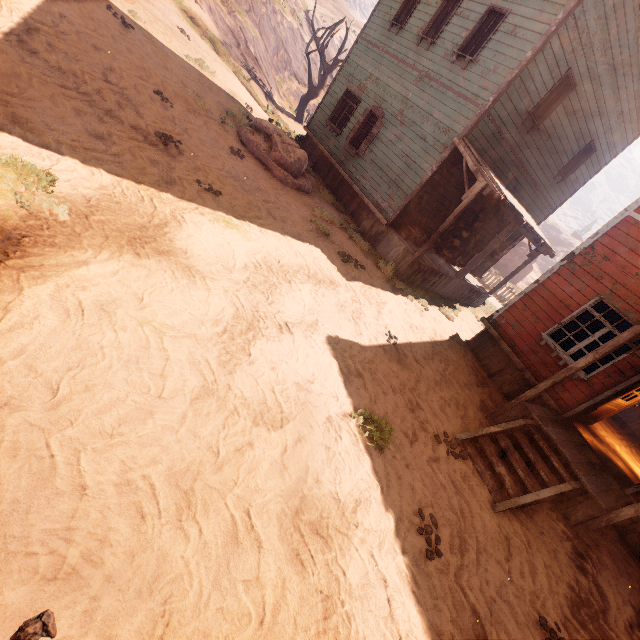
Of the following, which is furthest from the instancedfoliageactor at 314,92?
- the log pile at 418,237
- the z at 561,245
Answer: the z at 561,245

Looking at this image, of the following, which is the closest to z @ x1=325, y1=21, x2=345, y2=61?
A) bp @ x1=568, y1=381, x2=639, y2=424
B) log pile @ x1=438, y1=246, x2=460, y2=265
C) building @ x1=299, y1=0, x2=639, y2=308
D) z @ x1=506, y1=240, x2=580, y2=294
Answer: building @ x1=299, y1=0, x2=639, y2=308

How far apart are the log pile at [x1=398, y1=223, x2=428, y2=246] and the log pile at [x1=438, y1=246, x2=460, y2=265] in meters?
1.2

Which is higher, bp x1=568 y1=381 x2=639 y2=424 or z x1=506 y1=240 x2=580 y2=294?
z x1=506 y1=240 x2=580 y2=294

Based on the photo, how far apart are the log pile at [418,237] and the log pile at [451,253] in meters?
1.2

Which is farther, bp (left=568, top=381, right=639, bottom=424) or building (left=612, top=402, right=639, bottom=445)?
building (left=612, top=402, right=639, bottom=445)

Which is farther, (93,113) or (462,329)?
(462,329)

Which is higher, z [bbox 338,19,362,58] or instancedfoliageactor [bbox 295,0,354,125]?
z [bbox 338,19,362,58]
